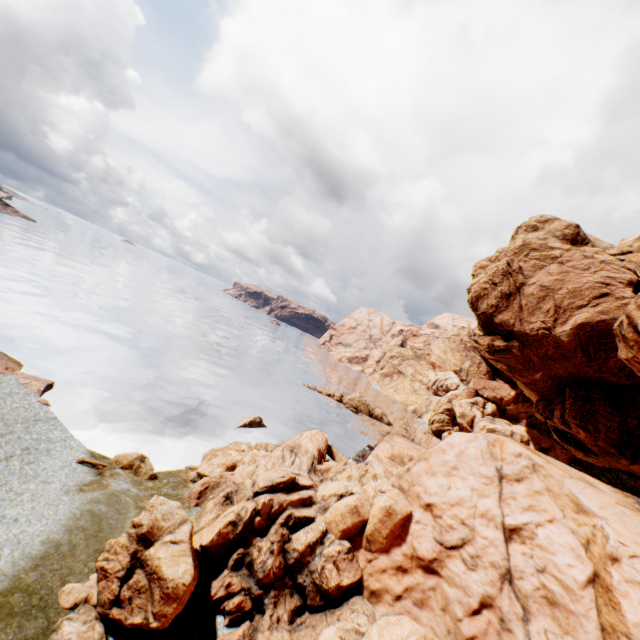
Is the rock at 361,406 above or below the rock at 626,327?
below

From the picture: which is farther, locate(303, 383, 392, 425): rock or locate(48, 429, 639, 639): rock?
locate(303, 383, 392, 425): rock

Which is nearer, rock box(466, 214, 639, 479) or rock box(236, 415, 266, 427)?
rock box(236, 415, 266, 427)

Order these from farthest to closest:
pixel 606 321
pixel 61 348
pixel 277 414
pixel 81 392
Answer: pixel 277 414
pixel 606 321
pixel 61 348
pixel 81 392

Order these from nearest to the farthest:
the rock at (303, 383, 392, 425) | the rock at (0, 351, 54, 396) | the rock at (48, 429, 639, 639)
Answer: the rock at (48, 429, 639, 639)
the rock at (0, 351, 54, 396)
the rock at (303, 383, 392, 425)

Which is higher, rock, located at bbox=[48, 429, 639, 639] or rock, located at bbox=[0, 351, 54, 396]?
rock, located at bbox=[48, 429, 639, 639]

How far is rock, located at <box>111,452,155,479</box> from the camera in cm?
1767

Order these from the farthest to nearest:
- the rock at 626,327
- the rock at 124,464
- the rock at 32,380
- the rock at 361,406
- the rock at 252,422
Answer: the rock at 361,406, the rock at 626,327, the rock at 252,422, the rock at 32,380, the rock at 124,464
